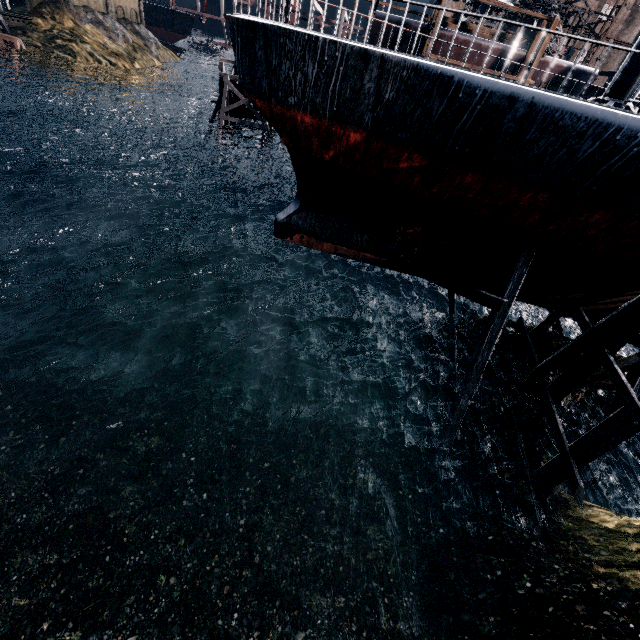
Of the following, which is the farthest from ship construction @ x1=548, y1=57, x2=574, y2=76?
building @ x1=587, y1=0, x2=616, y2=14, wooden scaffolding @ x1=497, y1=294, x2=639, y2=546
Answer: building @ x1=587, y1=0, x2=616, y2=14

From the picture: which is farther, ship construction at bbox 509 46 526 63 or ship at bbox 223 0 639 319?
ship construction at bbox 509 46 526 63

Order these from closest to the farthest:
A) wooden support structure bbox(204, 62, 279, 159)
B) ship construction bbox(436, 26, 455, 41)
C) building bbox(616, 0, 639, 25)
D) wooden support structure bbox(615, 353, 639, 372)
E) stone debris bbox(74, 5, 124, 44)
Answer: wooden support structure bbox(615, 353, 639, 372)
ship construction bbox(436, 26, 455, 41)
wooden support structure bbox(204, 62, 279, 159)
stone debris bbox(74, 5, 124, 44)
building bbox(616, 0, 639, 25)

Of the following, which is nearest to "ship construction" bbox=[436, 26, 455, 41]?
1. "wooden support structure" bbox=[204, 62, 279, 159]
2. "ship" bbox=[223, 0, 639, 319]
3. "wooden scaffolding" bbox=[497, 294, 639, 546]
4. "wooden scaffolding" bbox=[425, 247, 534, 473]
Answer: "wooden support structure" bbox=[204, 62, 279, 159]

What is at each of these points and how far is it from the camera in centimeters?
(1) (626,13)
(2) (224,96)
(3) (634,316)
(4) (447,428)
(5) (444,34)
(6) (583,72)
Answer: (1) building, 5906cm
(2) wooden support structure, 3219cm
(3) wooden scaffolding, 977cm
(4) wooden scaffolding, 1382cm
(5) ship construction, 2642cm
(6) ship construction, 2670cm

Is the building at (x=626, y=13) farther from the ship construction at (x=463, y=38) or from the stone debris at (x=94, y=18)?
the stone debris at (x=94, y=18)

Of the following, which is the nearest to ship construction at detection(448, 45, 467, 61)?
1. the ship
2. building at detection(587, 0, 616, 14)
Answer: the ship

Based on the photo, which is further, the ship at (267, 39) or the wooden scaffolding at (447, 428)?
the wooden scaffolding at (447, 428)
